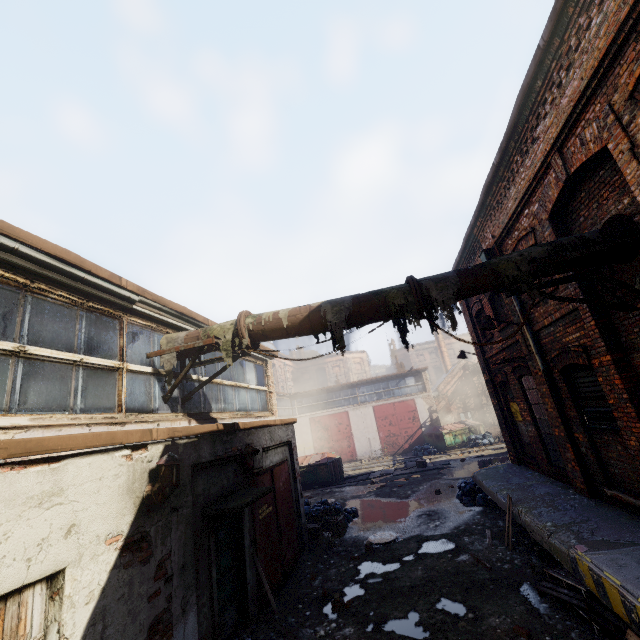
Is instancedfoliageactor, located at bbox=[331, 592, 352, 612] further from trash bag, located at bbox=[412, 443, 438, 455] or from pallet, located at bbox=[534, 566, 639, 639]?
trash bag, located at bbox=[412, 443, 438, 455]

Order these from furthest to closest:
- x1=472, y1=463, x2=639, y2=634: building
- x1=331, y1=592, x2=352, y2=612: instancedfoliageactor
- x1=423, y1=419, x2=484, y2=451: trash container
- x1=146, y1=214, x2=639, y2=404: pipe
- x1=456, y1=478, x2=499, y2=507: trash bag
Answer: x1=423, y1=419, x2=484, y2=451: trash container, x1=456, y1=478, x2=499, y2=507: trash bag, x1=331, y1=592, x2=352, y2=612: instancedfoliageactor, x1=146, y1=214, x2=639, y2=404: pipe, x1=472, y1=463, x2=639, y2=634: building

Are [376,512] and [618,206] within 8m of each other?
no

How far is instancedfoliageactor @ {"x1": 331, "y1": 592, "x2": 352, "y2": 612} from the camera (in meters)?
6.39

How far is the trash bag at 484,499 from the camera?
10.9 meters

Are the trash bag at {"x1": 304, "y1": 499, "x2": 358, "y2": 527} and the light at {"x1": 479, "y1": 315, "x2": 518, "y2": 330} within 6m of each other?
no

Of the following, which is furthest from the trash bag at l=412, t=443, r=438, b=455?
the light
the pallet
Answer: the pallet

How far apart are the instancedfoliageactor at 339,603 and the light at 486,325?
6.9 meters
